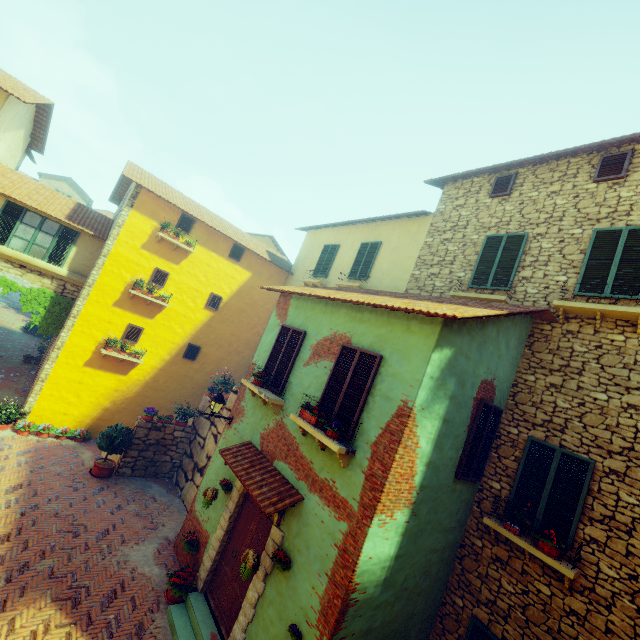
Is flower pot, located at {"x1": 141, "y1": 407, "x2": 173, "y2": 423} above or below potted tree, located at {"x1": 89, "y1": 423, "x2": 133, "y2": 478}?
above

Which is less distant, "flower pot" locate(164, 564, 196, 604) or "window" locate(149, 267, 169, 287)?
"flower pot" locate(164, 564, 196, 604)

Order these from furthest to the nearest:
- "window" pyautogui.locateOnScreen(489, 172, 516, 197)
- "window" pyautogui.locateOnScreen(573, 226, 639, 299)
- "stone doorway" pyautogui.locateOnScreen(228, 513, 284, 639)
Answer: "window" pyautogui.locateOnScreen(489, 172, 516, 197)
"window" pyautogui.locateOnScreen(573, 226, 639, 299)
"stone doorway" pyautogui.locateOnScreen(228, 513, 284, 639)

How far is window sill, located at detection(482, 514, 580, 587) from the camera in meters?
5.5

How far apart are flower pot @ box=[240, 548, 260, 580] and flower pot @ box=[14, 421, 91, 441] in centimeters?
964cm

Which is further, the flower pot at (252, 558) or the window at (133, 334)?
the window at (133, 334)

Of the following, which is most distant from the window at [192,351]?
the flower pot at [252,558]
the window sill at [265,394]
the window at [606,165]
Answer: the window at [606,165]

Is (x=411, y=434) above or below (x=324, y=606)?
above
